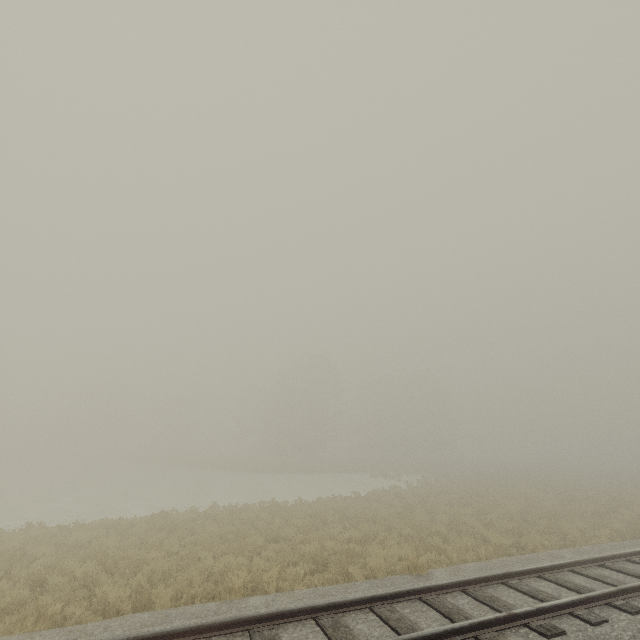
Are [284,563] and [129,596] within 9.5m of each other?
yes
